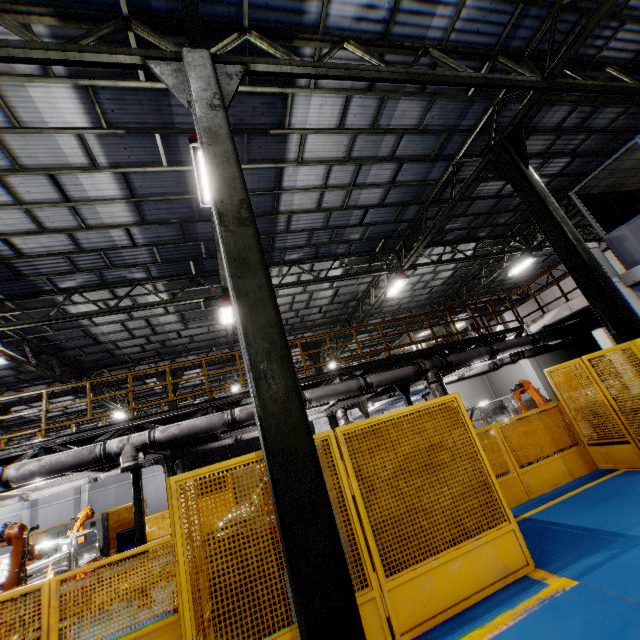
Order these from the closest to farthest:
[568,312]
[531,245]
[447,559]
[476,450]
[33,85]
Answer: [447,559]
[476,450]
[33,85]
[568,312]
[531,245]

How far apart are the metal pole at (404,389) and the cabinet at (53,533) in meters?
14.4

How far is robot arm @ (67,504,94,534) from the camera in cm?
1006

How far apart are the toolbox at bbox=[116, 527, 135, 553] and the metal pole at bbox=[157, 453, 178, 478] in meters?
4.5

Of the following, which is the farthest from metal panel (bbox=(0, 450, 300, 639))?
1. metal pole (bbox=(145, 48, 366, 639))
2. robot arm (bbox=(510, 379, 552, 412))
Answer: robot arm (bbox=(510, 379, 552, 412))

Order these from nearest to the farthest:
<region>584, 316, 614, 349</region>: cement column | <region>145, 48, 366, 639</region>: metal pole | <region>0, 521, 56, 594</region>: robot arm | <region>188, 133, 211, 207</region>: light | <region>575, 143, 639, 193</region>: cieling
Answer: A: <region>145, 48, 366, 639</region>: metal pole → <region>188, 133, 211, 207</region>: light → <region>0, 521, 56, 594</region>: robot arm → <region>575, 143, 639, 193</region>: cieling → <region>584, 316, 614, 349</region>: cement column

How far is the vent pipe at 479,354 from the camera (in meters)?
10.80

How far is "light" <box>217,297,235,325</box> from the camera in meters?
11.8
